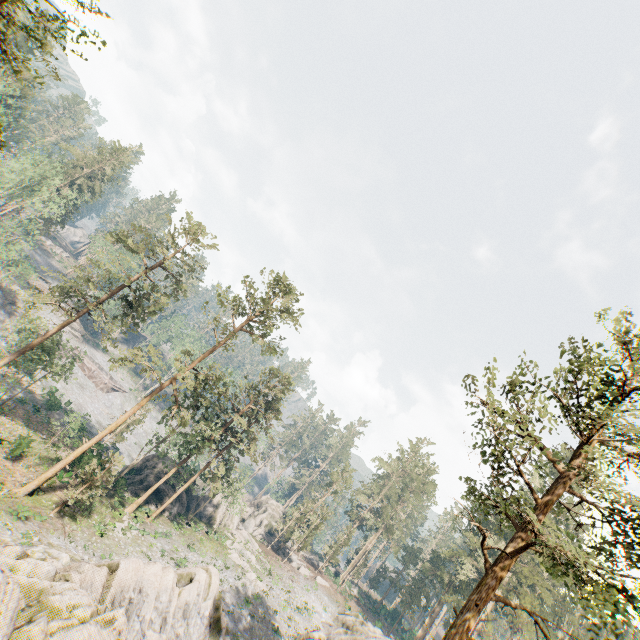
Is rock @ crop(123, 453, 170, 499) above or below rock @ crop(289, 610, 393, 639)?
below

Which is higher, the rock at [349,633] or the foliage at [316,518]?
the foliage at [316,518]

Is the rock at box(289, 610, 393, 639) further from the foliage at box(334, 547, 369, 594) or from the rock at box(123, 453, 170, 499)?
the rock at box(123, 453, 170, 499)

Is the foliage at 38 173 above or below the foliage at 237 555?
above

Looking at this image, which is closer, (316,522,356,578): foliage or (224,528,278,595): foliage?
(224,528,278,595): foliage

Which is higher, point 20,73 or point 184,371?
point 20,73

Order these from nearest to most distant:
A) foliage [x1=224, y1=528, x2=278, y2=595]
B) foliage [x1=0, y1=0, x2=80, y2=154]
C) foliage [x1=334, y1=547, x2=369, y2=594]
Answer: foliage [x1=0, y1=0, x2=80, y2=154] < foliage [x1=224, y1=528, x2=278, y2=595] < foliage [x1=334, y1=547, x2=369, y2=594]

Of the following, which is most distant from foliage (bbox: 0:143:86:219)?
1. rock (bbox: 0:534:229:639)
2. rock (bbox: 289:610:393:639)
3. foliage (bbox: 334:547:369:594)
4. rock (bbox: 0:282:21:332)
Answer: foliage (bbox: 334:547:369:594)
